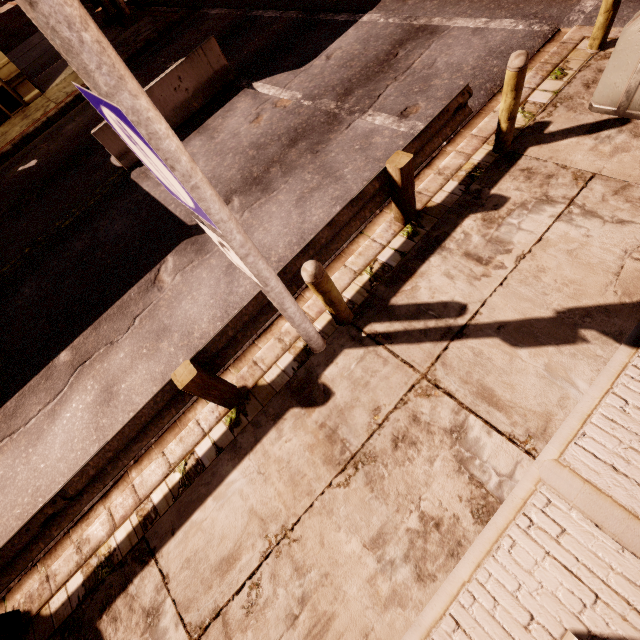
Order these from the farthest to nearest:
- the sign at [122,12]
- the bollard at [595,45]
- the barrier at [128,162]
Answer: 1. the sign at [122,12]
2. the barrier at [128,162]
3. the bollard at [595,45]

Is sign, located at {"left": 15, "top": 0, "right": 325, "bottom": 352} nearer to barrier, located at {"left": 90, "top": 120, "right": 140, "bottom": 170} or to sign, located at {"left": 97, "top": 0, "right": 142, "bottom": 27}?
barrier, located at {"left": 90, "top": 120, "right": 140, "bottom": 170}

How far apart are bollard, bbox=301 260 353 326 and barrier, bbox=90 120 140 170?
7.6 meters

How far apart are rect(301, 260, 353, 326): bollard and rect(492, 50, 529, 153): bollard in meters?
3.3

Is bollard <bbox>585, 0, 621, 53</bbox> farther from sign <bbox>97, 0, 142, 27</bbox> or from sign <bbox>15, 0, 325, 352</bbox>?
sign <bbox>97, 0, 142, 27</bbox>

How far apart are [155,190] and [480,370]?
7.8m

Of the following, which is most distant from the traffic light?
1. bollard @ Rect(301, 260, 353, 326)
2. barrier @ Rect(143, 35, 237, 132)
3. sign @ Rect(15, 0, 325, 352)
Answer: barrier @ Rect(143, 35, 237, 132)

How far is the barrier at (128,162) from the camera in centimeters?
778cm
